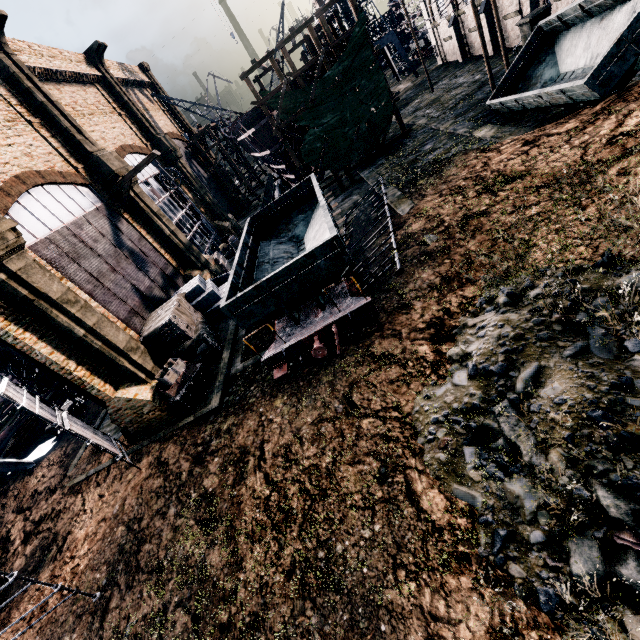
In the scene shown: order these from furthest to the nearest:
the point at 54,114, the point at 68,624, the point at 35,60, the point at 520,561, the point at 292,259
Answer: the point at 35,60 → the point at 54,114 → the point at 292,259 → the point at 68,624 → the point at 520,561

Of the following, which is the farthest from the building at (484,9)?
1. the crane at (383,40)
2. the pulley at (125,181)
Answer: the crane at (383,40)

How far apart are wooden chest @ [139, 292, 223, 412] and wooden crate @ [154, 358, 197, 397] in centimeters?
50cm

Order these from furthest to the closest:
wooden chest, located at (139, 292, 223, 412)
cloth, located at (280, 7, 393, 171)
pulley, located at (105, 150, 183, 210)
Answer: cloth, located at (280, 7, 393, 171), pulley, located at (105, 150, 183, 210), wooden chest, located at (139, 292, 223, 412)

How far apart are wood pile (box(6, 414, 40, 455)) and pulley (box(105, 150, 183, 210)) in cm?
1869

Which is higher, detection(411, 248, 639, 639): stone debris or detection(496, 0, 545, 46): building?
detection(496, 0, 545, 46): building

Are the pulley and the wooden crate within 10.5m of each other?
no

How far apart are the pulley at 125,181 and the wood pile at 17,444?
18.7m
